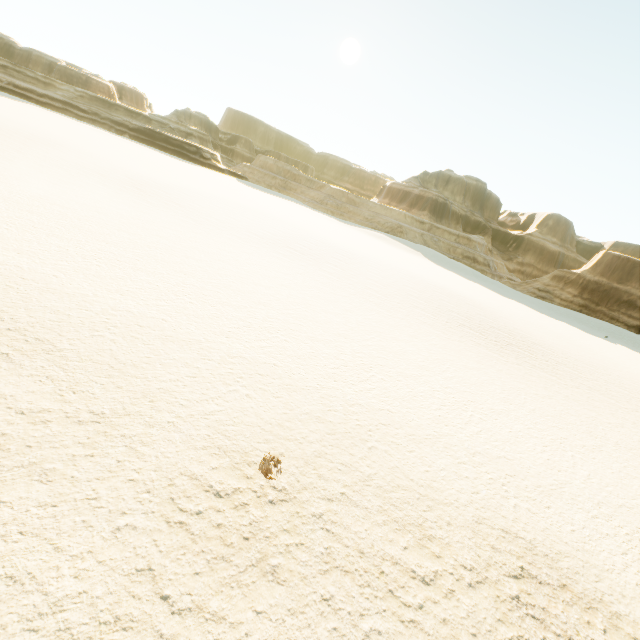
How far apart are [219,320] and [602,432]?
16.9 meters
